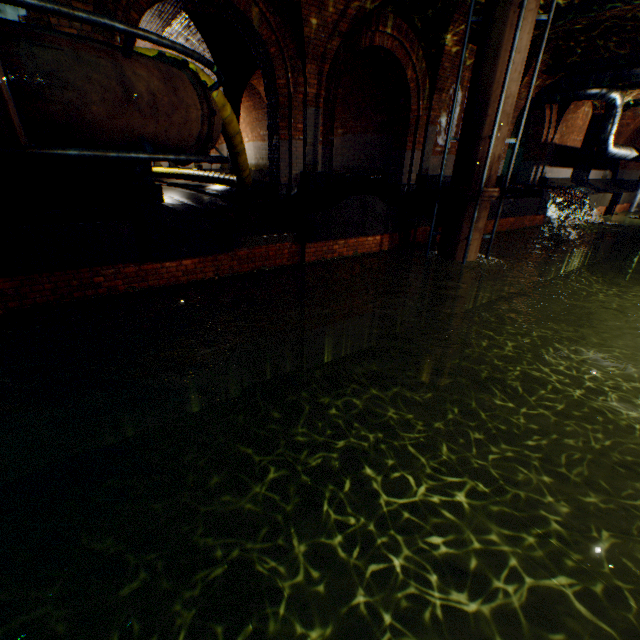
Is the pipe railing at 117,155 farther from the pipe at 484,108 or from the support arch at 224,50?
the pipe at 484,108

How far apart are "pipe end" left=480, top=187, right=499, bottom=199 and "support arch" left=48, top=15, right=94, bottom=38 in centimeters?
641cm

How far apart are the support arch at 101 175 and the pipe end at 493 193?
6.41m

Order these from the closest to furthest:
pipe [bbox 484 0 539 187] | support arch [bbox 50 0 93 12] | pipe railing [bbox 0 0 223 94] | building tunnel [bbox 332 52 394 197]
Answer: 1. pipe railing [bbox 0 0 223 94]
2. support arch [bbox 50 0 93 12]
3. pipe [bbox 484 0 539 187]
4. building tunnel [bbox 332 52 394 197]

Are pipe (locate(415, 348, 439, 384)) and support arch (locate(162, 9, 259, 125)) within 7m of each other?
no

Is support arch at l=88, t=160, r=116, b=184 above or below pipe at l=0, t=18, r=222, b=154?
below

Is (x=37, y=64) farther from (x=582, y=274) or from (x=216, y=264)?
(x=582, y=274)

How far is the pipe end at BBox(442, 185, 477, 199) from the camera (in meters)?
7.34
